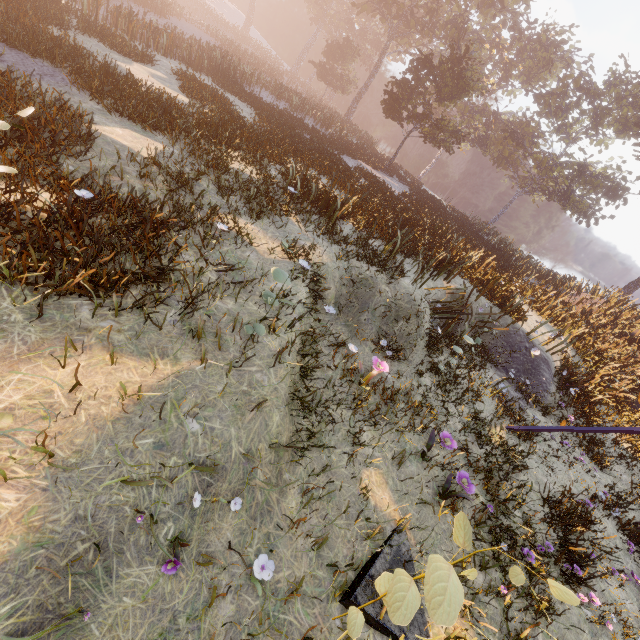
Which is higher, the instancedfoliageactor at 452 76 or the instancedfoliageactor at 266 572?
the instancedfoliageactor at 452 76

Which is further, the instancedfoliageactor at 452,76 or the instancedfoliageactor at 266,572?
the instancedfoliageactor at 452,76

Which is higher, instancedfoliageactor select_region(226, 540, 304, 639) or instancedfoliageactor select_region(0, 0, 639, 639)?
instancedfoliageactor select_region(0, 0, 639, 639)

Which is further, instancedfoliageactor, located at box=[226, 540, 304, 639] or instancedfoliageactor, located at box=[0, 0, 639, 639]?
Result: instancedfoliageactor, located at box=[0, 0, 639, 639]

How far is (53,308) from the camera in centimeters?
330cm
